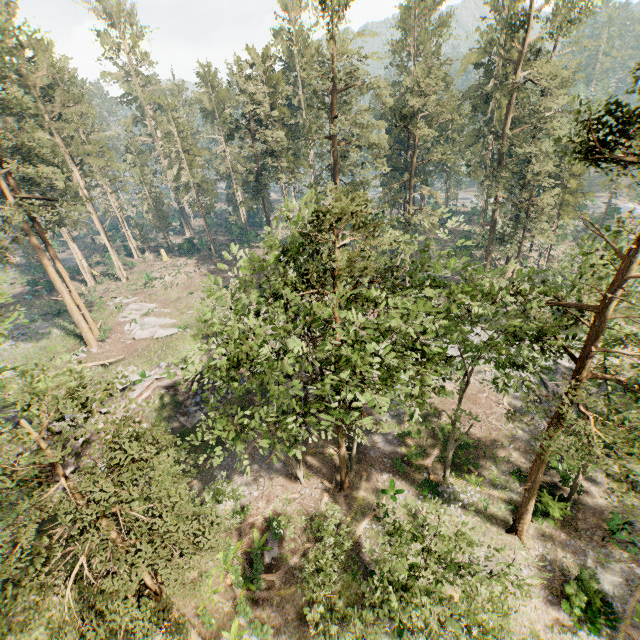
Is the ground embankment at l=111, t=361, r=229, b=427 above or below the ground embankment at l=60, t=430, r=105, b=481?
below

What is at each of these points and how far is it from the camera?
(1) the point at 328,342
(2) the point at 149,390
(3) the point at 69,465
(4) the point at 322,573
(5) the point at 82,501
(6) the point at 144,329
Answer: (1) foliage, 11.87m
(2) ground embankment, 29.08m
(3) ground embankment, 25.75m
(4) foliage, 13.48m
(5) foliage, 8.00m
(6) foliage, 35.59m

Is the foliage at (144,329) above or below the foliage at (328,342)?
below

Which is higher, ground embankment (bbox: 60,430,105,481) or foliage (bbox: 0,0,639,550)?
foliage (bbox: 0,0,639,550)

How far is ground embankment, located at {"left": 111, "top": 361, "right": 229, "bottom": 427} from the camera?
28.42m

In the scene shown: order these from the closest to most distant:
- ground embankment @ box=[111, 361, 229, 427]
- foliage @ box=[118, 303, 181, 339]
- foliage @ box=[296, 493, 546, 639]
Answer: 1. foliage @ box=[296, 493, 546, 639]
2. ground embankment @ box=[111, 361, 229, 427]
3. foliage @ box=[118, 303, 181, 339]

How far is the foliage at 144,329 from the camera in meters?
34.8 m
